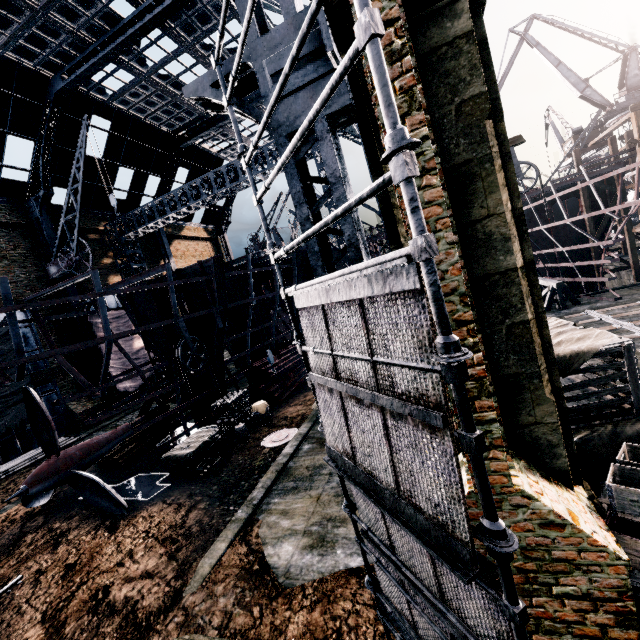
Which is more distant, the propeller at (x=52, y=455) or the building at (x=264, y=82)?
the propeller at (x=52, y=455)

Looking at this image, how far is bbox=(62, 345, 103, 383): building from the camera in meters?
26.1 m

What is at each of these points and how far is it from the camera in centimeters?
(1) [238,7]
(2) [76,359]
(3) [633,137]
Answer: Result:
(1) building, 504cm
(2) building, 2627cm
(3) wooden scaffolding, 2275cm

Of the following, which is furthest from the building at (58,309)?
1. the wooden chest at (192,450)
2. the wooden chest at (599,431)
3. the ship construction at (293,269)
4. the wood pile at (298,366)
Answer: the wooden chest at (192,450)

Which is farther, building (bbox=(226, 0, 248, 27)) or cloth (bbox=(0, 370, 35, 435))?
cloth (bbox=(0, 370, 35, 435))

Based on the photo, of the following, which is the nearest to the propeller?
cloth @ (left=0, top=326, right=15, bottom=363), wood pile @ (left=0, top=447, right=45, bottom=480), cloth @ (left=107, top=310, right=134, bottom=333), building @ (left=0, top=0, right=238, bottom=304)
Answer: building @ (left=0, top=0, right=238, bottom=304)

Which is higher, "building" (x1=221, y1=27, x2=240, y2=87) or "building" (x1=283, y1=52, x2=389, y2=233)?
"building" (x1=221, y1=27, x2=240, y2=87)

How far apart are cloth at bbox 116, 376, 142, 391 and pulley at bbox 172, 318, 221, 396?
16.16m
